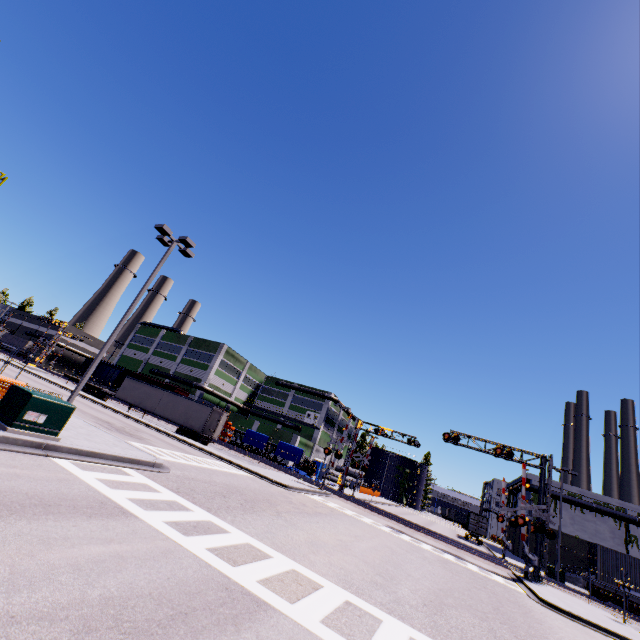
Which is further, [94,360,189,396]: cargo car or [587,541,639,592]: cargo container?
[94,360,189,396]: cargo car

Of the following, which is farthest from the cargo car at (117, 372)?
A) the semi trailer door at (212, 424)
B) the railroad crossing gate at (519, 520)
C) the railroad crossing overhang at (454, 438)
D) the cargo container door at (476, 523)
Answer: the cargo container door at (476, 523)

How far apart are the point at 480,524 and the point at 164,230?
51.85m

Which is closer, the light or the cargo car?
the light

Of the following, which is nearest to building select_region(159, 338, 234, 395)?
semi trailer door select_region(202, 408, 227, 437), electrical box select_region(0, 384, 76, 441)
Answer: electrical box select_region(0, 384, 76, 441)

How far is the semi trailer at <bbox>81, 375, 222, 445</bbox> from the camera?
32.4m

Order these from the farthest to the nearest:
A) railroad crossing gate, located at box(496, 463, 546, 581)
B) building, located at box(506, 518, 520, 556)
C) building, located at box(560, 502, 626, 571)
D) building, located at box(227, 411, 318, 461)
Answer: building, located at box(227, 411, 318, 461) < building, located at box(506, 518, 520, 556) < building, located at box(560, 502, 626, 571) < railroad crossing gate, located at box(496, 463, 546, 581)

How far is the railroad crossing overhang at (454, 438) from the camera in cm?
2331
